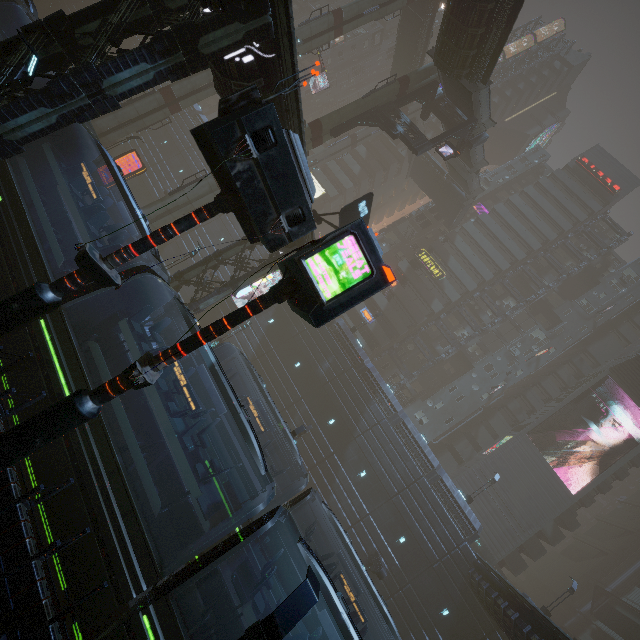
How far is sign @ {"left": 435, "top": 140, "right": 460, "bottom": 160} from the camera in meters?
27.2 m

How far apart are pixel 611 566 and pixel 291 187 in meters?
77.0

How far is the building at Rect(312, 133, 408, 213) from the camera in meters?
54.4 m

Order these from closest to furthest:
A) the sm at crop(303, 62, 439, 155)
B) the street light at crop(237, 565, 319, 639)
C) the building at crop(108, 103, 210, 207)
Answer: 1. the street light at crop(237, 565, 319, 639)
2. the sm at crop(303, 62, 439, 155)
3. the building at crop(108, 103, 210, 207)

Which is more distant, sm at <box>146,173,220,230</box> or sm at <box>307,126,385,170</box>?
sm at <box>307,126,385,170</box>

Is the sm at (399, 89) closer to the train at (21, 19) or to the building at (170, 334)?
the building at (170, 334)

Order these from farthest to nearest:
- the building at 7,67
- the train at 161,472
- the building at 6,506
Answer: the building at 7,67, the train at 161,472, the building at 6,506
